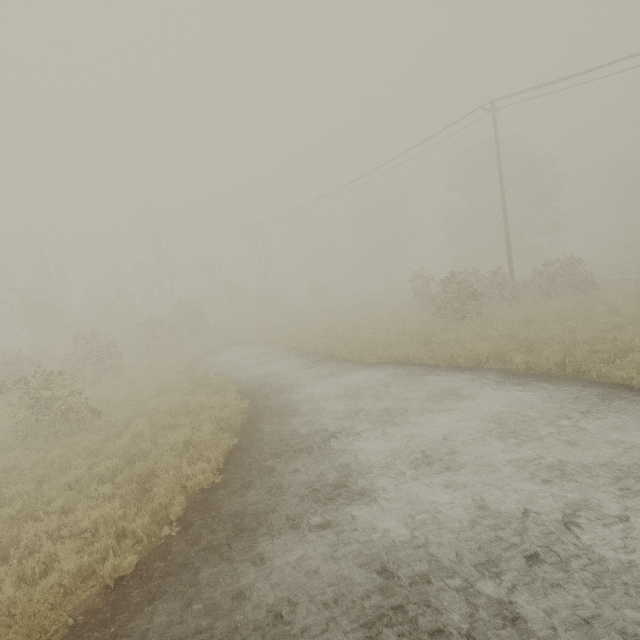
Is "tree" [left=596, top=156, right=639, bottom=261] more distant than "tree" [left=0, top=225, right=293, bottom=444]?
Yes

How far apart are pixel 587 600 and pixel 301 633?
3.6m

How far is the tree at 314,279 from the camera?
39.9 meters

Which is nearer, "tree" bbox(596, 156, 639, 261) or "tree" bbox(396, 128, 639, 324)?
"tree" bbox(396, 128, 639, 324)

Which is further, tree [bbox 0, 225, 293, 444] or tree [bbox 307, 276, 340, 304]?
tree [bbox 307, 276, 340, 304]

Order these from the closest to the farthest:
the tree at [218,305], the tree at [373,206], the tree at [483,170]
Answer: the tree at [218,305] → the tree at [483,170] → the tree at [373,206]

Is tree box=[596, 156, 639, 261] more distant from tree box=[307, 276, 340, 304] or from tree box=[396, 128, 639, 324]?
tree box=[307, 276, 340, 304]

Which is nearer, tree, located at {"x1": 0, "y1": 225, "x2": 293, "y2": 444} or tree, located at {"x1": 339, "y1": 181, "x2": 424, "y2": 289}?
tree, located at {"x1": 0, "y1": 225, "x2": 293, "y2": 444}
